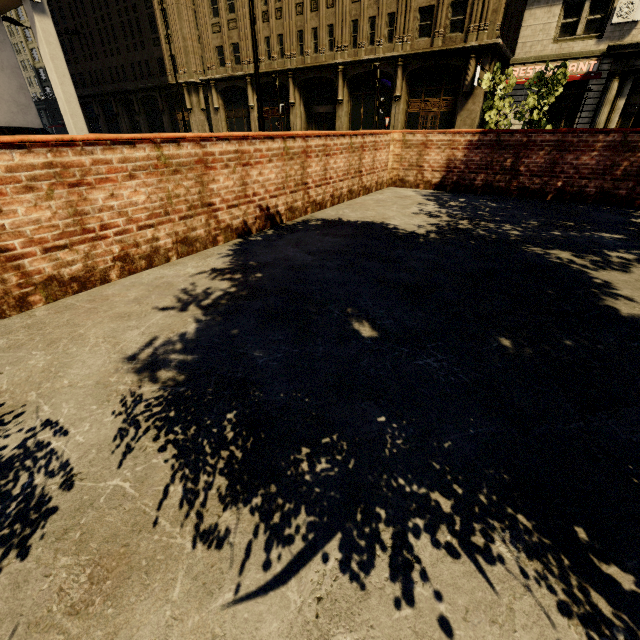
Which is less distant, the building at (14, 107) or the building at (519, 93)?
the building at (14, 107)

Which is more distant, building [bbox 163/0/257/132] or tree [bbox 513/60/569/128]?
building [bbox 163/0/257/132]

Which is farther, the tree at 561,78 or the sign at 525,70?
the sign at 525,70

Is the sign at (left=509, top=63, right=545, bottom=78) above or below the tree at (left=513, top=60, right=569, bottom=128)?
above

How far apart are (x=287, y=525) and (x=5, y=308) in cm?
284

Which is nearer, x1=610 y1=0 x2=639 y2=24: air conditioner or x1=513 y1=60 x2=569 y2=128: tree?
x1=513 y1=60 x2=569 y2=128: tree

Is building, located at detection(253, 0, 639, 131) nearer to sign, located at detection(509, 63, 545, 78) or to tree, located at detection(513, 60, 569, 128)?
sign, located at detection(509, 63, 545, 78)
